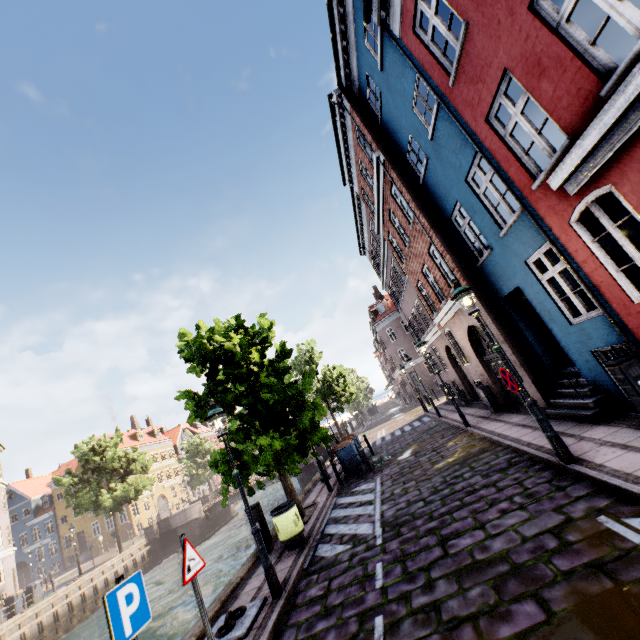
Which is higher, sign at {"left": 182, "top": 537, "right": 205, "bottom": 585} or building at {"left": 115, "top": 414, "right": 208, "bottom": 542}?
building at {"left": 115, "top": 414, "right": 208, "bottom": 542}

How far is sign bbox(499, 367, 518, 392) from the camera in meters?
6.2 m

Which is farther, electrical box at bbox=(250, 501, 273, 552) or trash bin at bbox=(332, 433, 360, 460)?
trash bin at bbox=(332, 433, 360, 460)

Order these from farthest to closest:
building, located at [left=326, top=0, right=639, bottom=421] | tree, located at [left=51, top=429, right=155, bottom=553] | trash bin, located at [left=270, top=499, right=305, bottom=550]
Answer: tree, located at [left=51, top=429, right=155, bottom=553] < trash bin, located at [left=270, top=499, right=305, bottom=550] < building, located at [left=326, top=0, right=639, bottom=421]

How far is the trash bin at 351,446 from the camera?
14.1m

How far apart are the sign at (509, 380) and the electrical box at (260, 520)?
7.44m

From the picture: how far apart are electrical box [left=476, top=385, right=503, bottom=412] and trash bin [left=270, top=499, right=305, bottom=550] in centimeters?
845cm

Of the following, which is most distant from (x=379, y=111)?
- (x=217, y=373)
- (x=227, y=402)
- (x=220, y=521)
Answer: (x=220, y=521)
